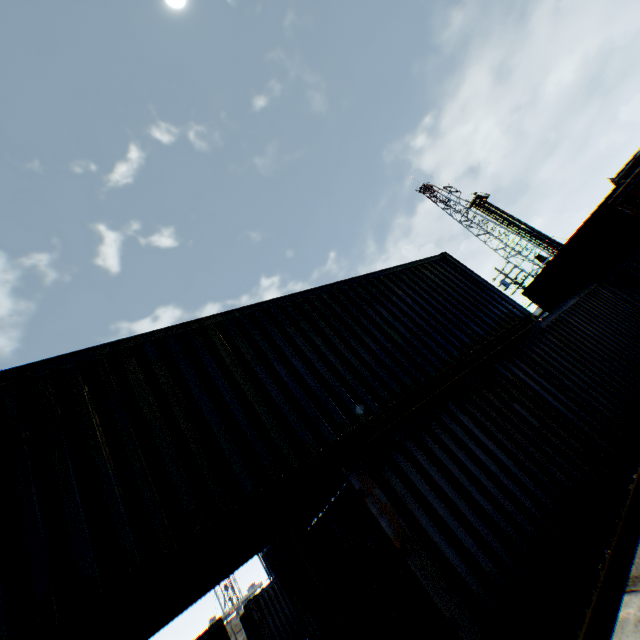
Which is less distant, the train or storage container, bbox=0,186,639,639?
storage container, bbox=0,186,639,639

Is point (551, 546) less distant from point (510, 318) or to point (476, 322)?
point (476, 322)

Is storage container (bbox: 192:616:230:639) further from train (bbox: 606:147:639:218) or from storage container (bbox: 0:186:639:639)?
train (bbox: 606:147:639:218)

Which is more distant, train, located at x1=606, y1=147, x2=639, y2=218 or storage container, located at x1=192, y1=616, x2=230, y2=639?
storage container, located at x1=192, y1=616, x2=230, y2=639

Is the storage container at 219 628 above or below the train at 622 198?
below

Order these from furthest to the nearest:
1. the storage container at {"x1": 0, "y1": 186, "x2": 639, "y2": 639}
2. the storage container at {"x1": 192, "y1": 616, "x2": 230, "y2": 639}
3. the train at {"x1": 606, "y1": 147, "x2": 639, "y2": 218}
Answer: the storage container at {"x1": 192, "y1": 616, "x2": 230, "y2": 639}, the train at {"x1": 606, "y1": 147, "x2": 639, "y2": 218}, the storage container at {"x1": 0, "y1": 186, "x2": 639, "y2": 639}

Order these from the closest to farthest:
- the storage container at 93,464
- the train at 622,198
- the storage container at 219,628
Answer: the storage container at 93,464 → the train at 622,198 → the storage container at 219,628
